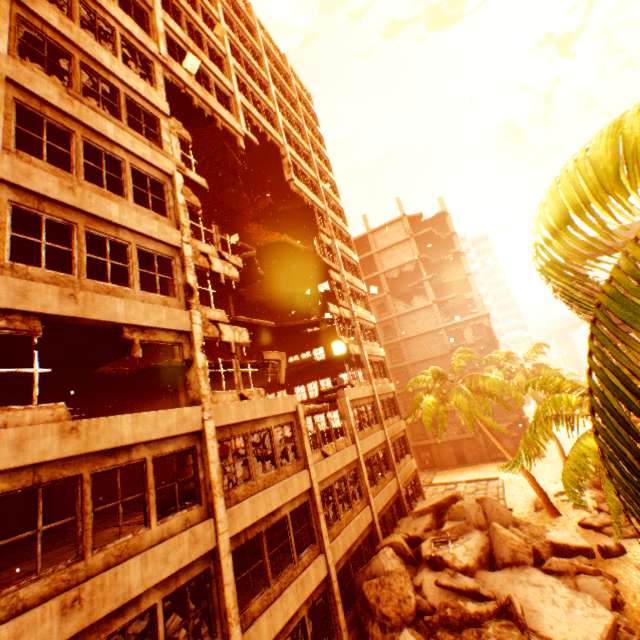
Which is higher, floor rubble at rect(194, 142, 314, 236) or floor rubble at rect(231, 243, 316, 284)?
floor rubble at rect(194, 142, 314, 236)

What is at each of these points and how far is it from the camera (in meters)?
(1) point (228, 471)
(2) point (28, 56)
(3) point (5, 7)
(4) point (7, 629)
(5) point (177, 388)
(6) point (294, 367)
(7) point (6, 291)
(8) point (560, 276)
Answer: (1) rock pile, 13.48
(2) floor rubble, 10.02
(3) pillar, 8.28
(4) wall corner piece, 5.02
(5) pillar, 17.39
(6) floor rubble, 25.22
(7) wall corner piece, 6.38
(8) rubble, 3.82

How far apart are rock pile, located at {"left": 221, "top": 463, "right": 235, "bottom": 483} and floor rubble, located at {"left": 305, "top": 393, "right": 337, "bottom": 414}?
0.91m

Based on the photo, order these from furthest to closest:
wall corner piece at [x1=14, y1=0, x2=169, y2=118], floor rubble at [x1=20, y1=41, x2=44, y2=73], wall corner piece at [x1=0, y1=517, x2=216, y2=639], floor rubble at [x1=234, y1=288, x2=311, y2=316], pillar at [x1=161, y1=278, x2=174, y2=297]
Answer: floor rubble at [x1=234, y1=288, x2=311, y2=316] < pillar at [x1=161, y1=278, x2=174, y2=297] < floor rubble at [x1=20, y1=41, x2=44, y2=73] < wall corner piece at [x1=14, y1=0, x2=169, y2=118] < wall corner piece at [x1=0, y1=517, x2=216, y2=639]

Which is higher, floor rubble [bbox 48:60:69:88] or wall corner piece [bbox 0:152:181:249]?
floor rubble [bbox 48:60:69:88]

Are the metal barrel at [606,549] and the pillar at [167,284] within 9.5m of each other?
no

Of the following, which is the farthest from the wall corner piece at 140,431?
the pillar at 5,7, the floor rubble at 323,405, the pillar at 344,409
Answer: the pillar at 344,409

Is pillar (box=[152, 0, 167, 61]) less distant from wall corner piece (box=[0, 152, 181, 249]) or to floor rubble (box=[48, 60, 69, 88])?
wall corner piece (box=[0, 152, 181, 249])
